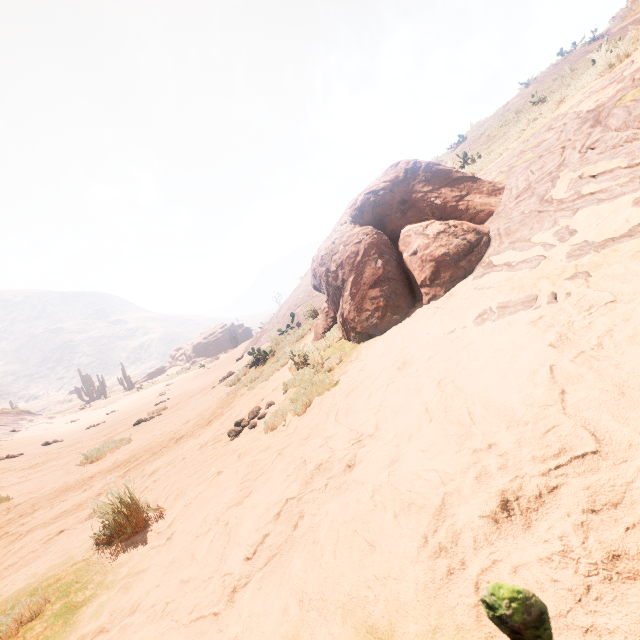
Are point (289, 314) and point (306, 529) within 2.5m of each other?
no

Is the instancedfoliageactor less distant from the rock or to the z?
the z

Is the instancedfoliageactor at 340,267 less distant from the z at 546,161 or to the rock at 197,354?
the z at 546,161

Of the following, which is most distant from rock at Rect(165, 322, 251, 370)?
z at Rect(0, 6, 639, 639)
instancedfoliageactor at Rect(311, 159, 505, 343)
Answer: instancedfoliageactor at Rect(311, 159, 505, 343)

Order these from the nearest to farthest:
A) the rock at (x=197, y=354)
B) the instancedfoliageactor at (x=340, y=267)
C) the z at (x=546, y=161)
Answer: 1. the z at (x=546, y=161)
2. the instancedfoliageactor at (x=340, y=267)
3. the rock at (x=197, y=354)

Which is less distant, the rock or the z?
the z

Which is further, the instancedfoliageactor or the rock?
the rock
